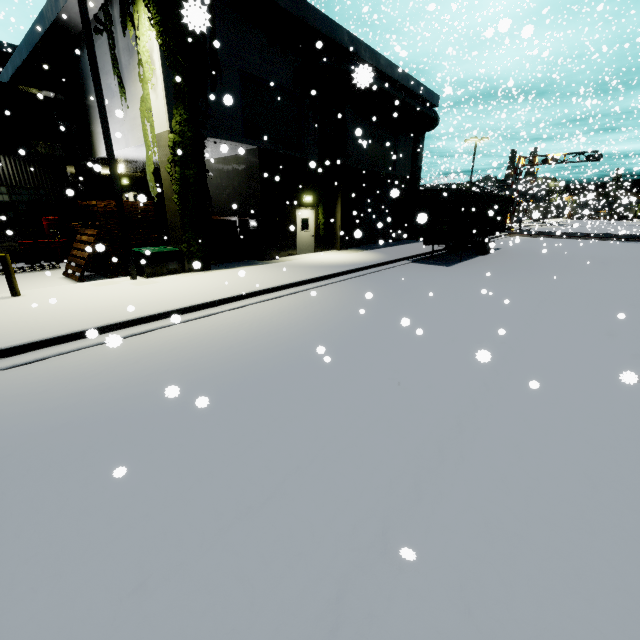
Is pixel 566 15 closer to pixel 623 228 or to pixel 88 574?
pixel 623 228

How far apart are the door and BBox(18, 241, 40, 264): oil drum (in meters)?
12.45

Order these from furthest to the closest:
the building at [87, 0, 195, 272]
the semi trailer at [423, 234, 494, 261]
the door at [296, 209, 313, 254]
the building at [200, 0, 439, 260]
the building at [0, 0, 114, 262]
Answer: the door at [296, 209, 313, 254], the semi trailer at [423, 234, 494, 261], the building at [0, 0, 114, 262], the building at [200, 0, 439, 260], the building at [87, 0, 195, 272]

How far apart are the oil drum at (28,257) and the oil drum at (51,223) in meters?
0.2 m

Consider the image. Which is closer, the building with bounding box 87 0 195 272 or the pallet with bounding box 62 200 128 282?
the building with bounding box 87 0 195 272

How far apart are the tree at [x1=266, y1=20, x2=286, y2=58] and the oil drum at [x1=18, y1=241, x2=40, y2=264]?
14.0m

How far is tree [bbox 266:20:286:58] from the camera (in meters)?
13.55

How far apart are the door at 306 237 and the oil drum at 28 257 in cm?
1245
